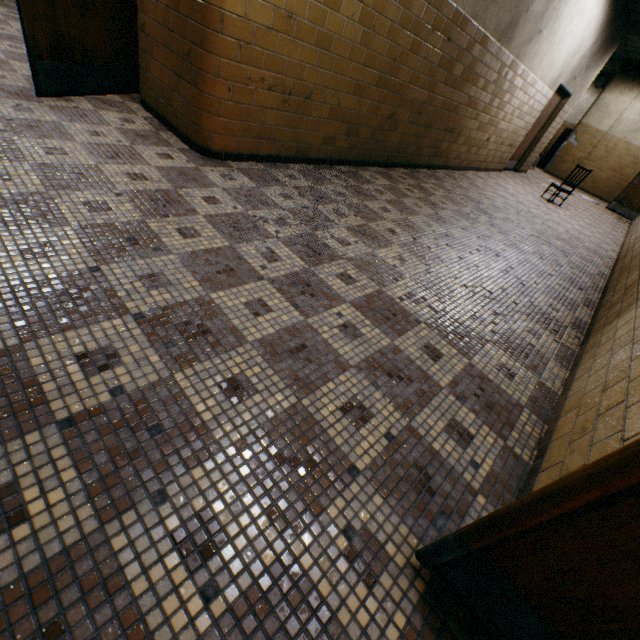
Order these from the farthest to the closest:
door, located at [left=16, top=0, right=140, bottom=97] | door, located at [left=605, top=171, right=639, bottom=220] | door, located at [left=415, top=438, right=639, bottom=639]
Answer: door, located at [left=605, top=171, right=639, bottom=220] → door, located at [left=16, top=0, right=140, bottom=97] → door, located at [left=415, top=438, right=639, bottom=639]

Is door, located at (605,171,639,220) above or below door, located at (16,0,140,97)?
above

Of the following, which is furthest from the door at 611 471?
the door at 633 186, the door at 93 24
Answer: the door at 633 186

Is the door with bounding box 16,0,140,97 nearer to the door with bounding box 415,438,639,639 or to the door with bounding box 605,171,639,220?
the door with bounding box 415,438,639,639

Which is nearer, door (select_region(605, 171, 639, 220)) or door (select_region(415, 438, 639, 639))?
door (select_region(415, 438, 639, 639))

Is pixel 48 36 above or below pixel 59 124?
above
